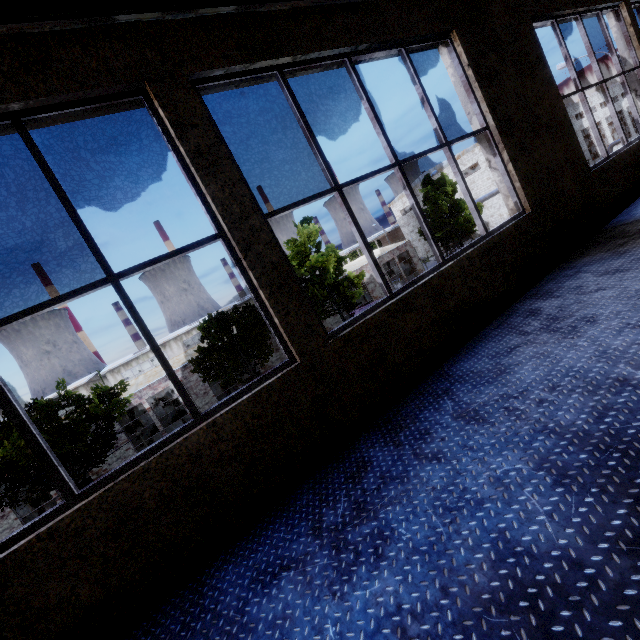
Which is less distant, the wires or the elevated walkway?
the elevated walkway

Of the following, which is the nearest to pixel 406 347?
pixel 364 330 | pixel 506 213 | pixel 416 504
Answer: pixel 364 330

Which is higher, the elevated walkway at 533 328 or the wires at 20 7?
the wires at 20 7

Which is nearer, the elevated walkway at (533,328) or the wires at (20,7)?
the elevated walkway at (533,328)

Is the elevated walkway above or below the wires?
below
